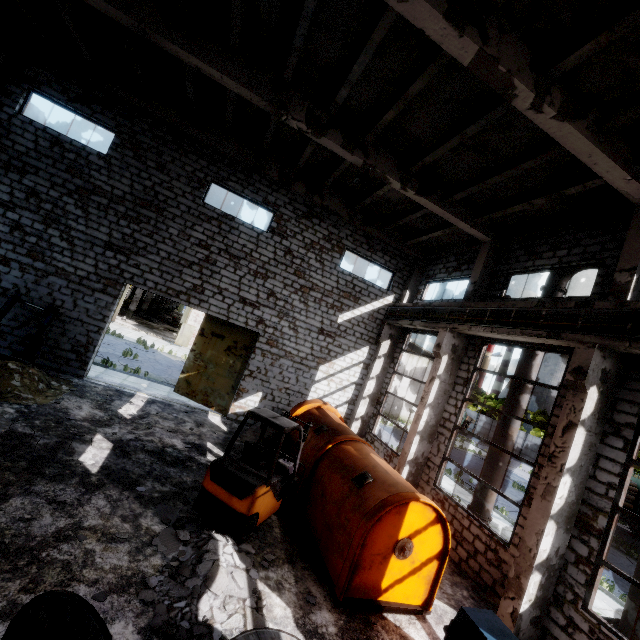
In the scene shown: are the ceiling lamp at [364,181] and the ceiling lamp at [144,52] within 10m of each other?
yes

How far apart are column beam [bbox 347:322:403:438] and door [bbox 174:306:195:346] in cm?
1871

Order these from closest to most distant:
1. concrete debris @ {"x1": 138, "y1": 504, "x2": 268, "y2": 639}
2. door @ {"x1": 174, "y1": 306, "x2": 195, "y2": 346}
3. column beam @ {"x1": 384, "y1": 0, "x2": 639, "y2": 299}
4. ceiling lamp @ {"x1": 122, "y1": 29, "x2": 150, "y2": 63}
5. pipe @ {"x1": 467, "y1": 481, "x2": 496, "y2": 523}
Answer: concrete debris @ {"x1": 138, "y1": 504, "x2": 268, "y2": 639}, column beam @ {"x1": 384, "y1": 0, "x2": 639, "y2": 299}, ceiling lamp @ {"x1": 122, "y1": 29, "x2": 150, "y2": 63}, pipe @ {"x1": 467, "y1": 481, "x2": 496, "y2": 523}, door @ {"x1": 174, "y1": 306, "x2": 195, "y2": 346}

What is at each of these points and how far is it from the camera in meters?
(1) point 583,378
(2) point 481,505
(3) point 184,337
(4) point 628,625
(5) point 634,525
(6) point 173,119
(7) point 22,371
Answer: (1) column beam, 6.8
(2) pipe, 9.9
(3) door, 29.2
(4) pipe, 6.3
(5) truck, 22.9
(6) column beam, 12.1
(7) concrete debris, 9.4

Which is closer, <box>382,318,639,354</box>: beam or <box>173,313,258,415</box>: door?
<box>382,318,639,354</box>: beam

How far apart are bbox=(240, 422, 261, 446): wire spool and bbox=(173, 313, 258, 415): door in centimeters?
290cm

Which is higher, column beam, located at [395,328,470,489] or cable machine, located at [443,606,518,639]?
column beam, located at [395,328,470,489]

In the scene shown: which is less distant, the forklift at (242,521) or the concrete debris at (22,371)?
the forklift at (242,521)
